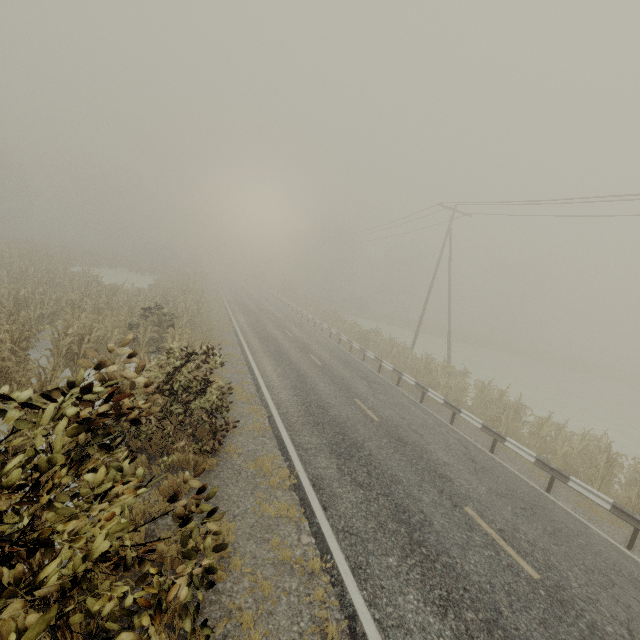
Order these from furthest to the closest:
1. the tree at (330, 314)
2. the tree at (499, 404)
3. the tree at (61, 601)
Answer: the tree at (330, 314), the tree at (499, 404), the tree at (61, 601)

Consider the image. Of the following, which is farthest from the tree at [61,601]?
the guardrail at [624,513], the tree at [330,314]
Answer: the guardrail at [624,513]

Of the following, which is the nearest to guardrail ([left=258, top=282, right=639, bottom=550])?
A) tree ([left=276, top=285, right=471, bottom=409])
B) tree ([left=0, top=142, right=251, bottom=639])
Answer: tree ([left=276, top=285, right=471, bottom=409])

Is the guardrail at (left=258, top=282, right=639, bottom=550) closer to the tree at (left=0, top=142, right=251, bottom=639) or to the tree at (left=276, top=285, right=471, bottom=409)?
the tree at (left=276, top=285, right=471, bottom=409)

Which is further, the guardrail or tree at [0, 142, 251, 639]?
the guardrail

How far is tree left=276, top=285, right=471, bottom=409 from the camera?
16.9m

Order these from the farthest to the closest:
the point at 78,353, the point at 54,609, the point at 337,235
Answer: the point at 337,235 → the point at 78,353 → the point at 54,609

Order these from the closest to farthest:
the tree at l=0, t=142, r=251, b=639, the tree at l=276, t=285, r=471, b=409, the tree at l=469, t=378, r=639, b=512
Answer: the tree at l=0, t=142, r=251, b=639
the tree at l=469, t=378, r=639, b=512
the tree at l=276, t=285, r=471, b=409
